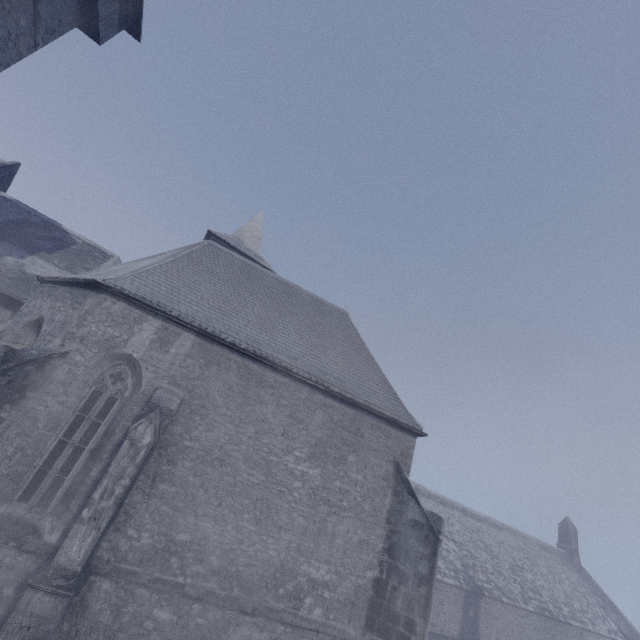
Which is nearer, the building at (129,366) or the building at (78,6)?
the building at (129,366)

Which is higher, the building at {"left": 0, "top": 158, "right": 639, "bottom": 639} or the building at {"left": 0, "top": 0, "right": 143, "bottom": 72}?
the building at {"left": 0, "top": 0, "right": 143, "bottom": 72}

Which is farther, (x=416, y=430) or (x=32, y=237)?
(x=32, y=237)

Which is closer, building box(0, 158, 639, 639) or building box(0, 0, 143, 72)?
building box(0, 158, 639, 639)

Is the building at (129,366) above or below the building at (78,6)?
below
